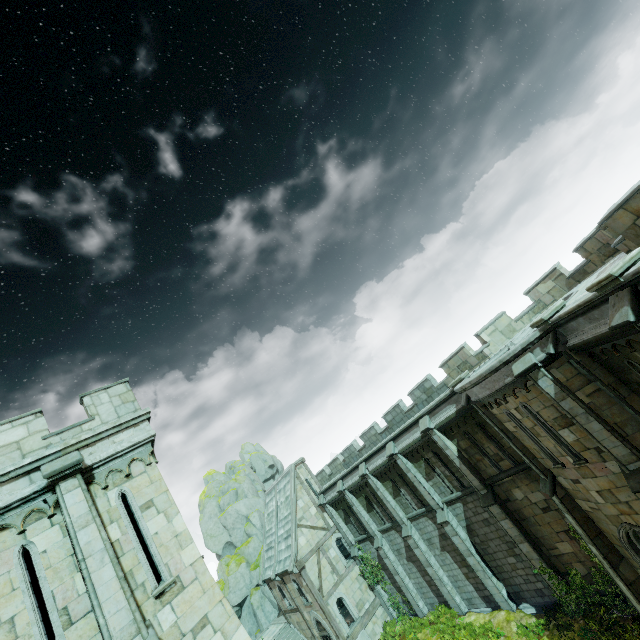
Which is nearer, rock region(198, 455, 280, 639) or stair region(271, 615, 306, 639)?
stair region(271, 615, 306, 639)

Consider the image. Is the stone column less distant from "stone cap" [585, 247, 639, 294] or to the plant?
"stone cap" [585, 247, 639, 294]

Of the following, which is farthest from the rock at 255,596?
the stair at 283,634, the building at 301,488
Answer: the building at 301,488

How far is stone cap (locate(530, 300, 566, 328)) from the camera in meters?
10.2 m

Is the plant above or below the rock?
below

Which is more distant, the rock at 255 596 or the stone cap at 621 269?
the rock at 255 596

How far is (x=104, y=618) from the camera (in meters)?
6.48

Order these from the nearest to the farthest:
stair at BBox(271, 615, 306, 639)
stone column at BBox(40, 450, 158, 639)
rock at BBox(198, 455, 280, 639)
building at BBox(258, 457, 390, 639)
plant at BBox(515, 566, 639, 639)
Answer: stone column at BBox(40, 450, 158, 639) < plant at BBox(515, 566, 639, 639) < building at BBox(258, 457, 390, 639) < stair at BBox(271, 615, 306, 639) < rock at BBox(198, 455, 280, 639)
